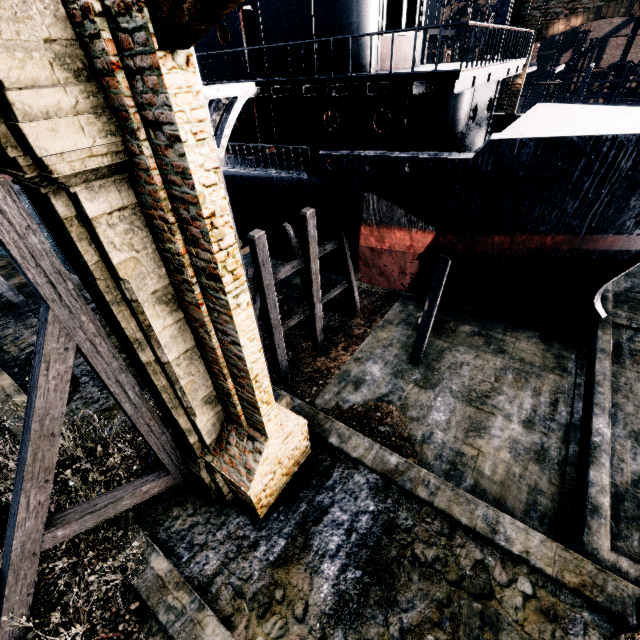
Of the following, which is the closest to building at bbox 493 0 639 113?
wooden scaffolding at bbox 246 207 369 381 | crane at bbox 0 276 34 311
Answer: crane at bbox 0 276 34 311

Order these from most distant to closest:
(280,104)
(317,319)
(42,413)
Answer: (317,319) → (280,104) → (42,413)

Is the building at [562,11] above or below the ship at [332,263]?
above

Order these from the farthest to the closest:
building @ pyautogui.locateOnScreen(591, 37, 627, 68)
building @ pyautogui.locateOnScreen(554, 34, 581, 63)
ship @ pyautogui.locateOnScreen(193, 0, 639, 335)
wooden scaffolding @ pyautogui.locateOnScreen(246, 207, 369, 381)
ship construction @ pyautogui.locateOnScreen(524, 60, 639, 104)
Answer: building @ pyautogui.locateOnScreen(554, 34, 581, 63), building @ pyautogui.locateOnScreen(591, 37, 627, 68), ship construction @ pyautogui.locateOnScreen(524, 60, 639, 104), wooden scaffolding @ pyautogui.locateOnScreen(246, 207, 369, 381), ship @ pyautogui.locateOnScreen(193, 0, 639, 335)

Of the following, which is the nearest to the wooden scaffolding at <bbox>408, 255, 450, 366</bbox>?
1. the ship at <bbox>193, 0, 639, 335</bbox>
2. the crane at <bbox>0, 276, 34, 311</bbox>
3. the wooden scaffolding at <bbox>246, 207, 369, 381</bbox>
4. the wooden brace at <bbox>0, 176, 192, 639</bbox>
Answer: the ship at <bbox>193, 0, 639, 335</bbox>

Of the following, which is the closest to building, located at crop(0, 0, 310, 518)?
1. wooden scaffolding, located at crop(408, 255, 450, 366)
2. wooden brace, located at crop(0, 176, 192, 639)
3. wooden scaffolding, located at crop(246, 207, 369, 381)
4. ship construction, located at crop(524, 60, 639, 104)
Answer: ship construction, located at crop(524, 60, 639, 104)

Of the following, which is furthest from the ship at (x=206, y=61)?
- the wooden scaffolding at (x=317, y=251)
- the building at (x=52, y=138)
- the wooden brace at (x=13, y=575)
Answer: the building at (x=52, y=138)

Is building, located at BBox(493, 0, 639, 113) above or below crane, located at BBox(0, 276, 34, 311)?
above
